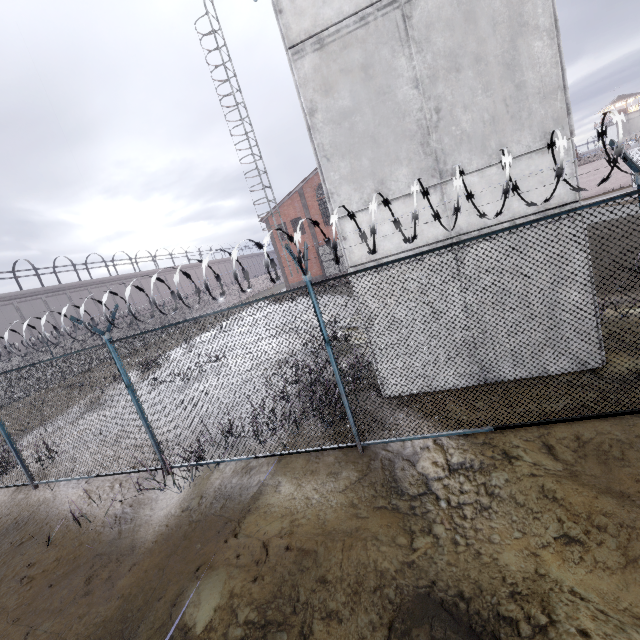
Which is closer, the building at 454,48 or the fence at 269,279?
the fence at 269,279

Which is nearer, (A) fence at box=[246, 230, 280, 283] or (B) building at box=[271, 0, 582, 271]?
(A) fence at box=[246, 230, 280, 283]

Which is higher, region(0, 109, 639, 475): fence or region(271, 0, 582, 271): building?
region(271, 0, 582, 271): building

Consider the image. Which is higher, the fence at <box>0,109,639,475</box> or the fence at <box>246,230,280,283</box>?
the fence at <box>246,230,280,283</box>

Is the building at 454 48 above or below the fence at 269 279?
above

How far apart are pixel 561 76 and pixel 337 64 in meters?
3.5

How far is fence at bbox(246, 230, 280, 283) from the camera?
4.36m
